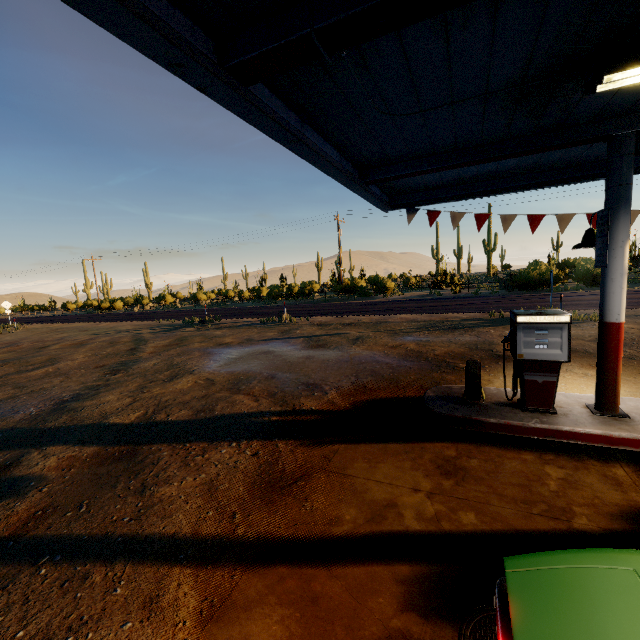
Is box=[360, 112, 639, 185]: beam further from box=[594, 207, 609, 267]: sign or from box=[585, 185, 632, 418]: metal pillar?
box=[594, 207, 609, 267]: sign

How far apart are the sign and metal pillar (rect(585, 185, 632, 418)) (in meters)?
0.02

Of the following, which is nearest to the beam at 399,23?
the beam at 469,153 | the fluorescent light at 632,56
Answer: the fluorescent light at 632,56

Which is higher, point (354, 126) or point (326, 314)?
point (354, 126)

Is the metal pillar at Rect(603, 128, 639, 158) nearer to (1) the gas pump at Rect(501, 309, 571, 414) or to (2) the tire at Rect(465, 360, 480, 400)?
(1) the gas pump at Rect(501, 309, 571, 414)

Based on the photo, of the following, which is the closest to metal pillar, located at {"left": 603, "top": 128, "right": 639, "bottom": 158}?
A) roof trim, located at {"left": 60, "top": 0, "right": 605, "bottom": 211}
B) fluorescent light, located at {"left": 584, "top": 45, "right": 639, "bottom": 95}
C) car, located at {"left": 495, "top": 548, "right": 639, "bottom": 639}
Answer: fluorescent light, located at {"left": 584, "top": 45, "right": 639, "bottom": 95}

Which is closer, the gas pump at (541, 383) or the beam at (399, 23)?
the beam at (399, 23)

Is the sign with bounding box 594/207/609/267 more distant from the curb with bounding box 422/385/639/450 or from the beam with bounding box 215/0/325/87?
the beam with bounding box 215/0/325/87
